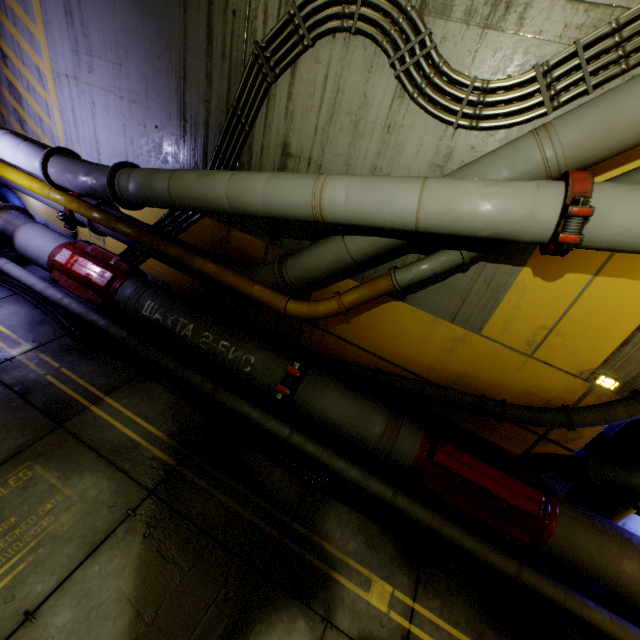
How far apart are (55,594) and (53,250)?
5.28m

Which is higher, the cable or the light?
the light

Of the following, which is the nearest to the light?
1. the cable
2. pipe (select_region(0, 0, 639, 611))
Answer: pipe (select_region(0, 0, 639, 611))

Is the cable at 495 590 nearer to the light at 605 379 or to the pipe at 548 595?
the pipe at 548 595

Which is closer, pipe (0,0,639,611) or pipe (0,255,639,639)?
pipe (0,0,639,611)

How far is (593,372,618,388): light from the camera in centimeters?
379cm

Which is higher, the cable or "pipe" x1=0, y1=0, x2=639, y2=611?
"pipe" x1=0, y1=0, x2=639, y2=611
